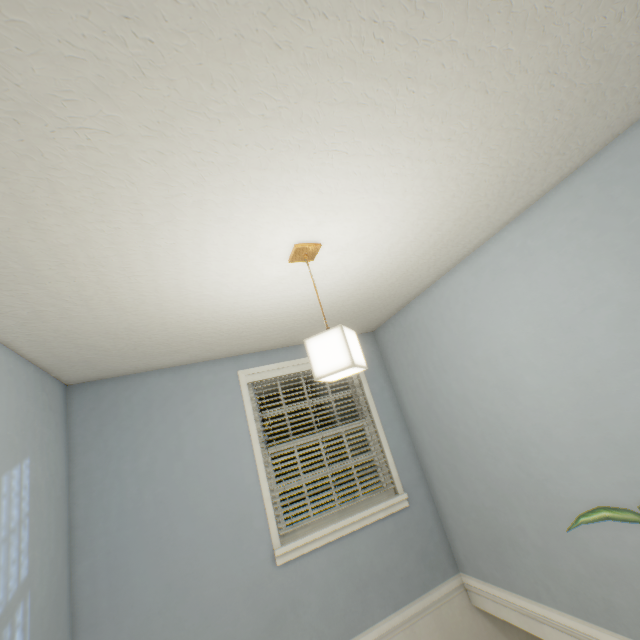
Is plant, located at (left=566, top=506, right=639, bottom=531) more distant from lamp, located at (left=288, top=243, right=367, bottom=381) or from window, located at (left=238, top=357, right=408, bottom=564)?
window, located at (left=238, top=357, right=408, bottom=564)

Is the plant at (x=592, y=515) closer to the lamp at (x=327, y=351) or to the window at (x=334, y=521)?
the lamp at (x=327, y=351)

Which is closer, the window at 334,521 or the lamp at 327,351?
the lamp at 327,351

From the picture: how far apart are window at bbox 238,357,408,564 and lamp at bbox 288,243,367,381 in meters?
1.6 m

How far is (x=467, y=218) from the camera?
1.9 meters

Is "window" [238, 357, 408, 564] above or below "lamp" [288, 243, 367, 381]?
below

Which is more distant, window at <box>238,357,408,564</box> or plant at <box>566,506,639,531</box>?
window at <box>238,357,408,564</box>

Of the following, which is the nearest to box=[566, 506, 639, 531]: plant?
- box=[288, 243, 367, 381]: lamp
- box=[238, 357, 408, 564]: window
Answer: box=[288, 243, 367, 381]: lamp
